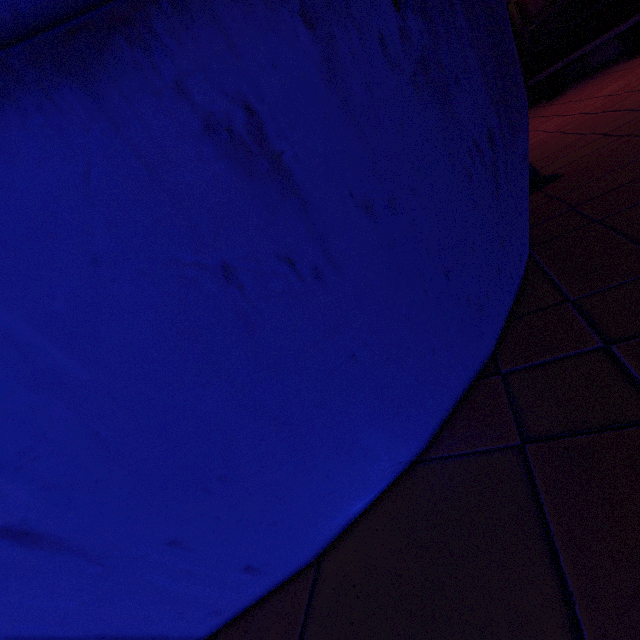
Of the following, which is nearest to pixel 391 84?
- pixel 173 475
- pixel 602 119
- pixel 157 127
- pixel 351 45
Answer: pixel 351 45

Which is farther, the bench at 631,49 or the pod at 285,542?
the bench at 631,49

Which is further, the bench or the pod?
the bench
